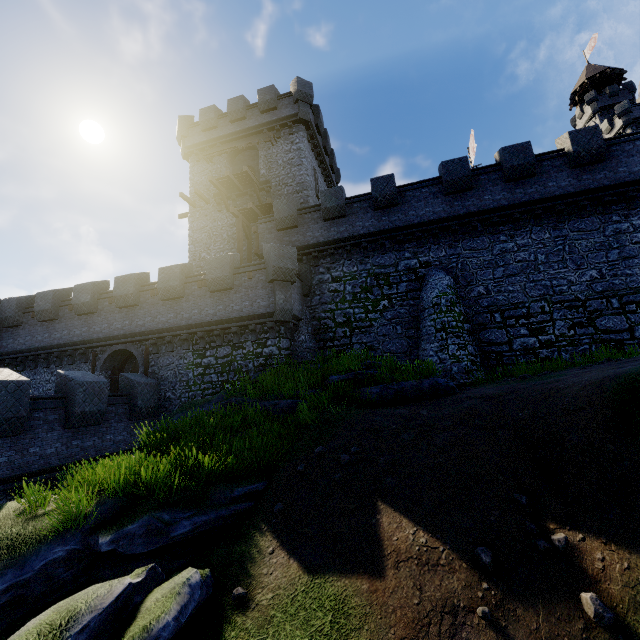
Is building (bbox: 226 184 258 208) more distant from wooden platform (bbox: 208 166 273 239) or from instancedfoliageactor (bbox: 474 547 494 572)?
instancedfoliageactor (bbox: 474 547 494 572)

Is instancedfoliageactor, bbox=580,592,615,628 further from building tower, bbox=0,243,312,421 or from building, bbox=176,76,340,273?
building, bbox=176,76,340,273

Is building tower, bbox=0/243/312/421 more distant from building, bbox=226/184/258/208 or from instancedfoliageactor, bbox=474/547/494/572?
instancedfoliageactor, bbox=474/547/494/572

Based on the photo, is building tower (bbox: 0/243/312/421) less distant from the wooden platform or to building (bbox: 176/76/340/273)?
building (bbox: 176/76/340/273)

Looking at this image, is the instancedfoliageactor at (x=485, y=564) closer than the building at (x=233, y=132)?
Yes

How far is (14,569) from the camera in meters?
5.6

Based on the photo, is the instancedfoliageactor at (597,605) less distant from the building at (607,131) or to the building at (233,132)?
the building at (233,132)

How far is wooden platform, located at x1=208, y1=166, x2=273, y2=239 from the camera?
21.2 meters
